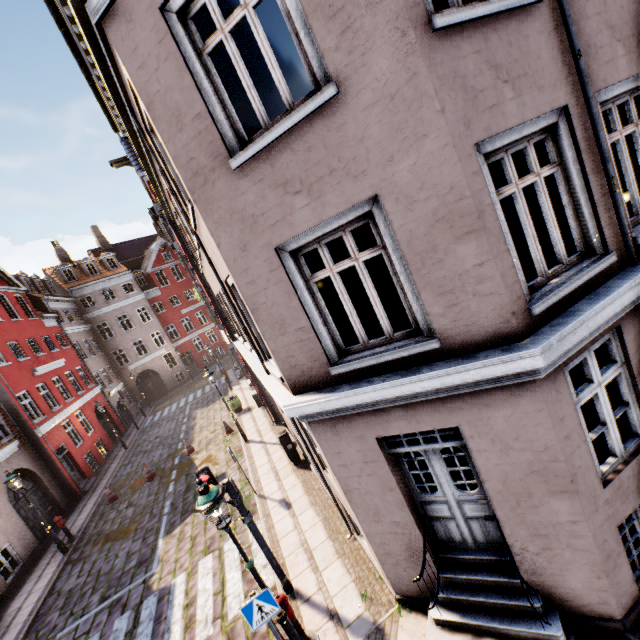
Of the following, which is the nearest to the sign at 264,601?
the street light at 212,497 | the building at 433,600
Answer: the street light at 212,497

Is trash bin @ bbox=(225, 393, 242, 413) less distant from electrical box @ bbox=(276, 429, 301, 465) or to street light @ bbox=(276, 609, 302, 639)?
electrical box @ bbox=(276, 429, 301, 465)

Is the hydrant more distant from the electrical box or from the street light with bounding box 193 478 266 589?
the electrical box

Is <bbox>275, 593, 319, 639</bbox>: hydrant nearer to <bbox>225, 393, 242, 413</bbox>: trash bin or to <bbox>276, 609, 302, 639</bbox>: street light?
<bbox>276, 609, 302, 639</bbox>: street light

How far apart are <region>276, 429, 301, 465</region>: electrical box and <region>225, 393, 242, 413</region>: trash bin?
8.26m

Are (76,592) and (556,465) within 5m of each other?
no

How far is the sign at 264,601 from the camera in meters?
4.9 m

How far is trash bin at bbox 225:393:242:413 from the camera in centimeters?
1875cm
